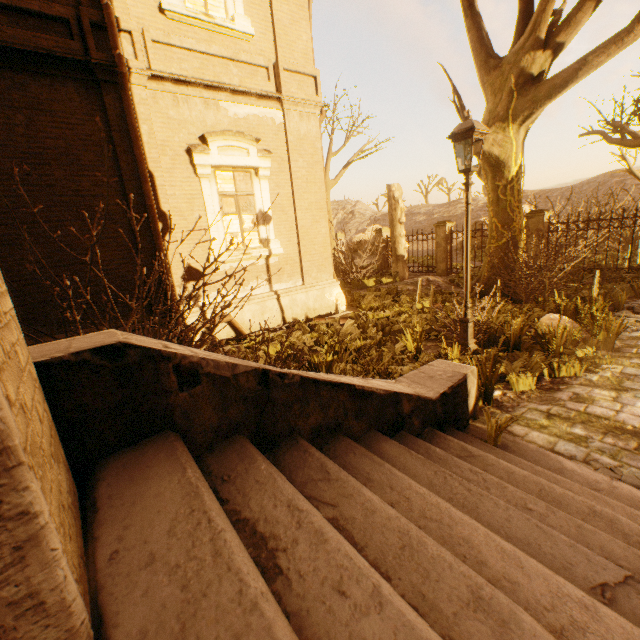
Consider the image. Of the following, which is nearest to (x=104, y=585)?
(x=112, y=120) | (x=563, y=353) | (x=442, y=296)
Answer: (x=563, y=353)

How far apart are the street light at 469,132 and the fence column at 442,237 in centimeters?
1055cm

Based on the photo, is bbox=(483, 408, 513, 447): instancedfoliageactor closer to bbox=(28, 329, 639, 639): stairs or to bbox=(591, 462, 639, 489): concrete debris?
bbox=(28, 329, 639, 639): stairs

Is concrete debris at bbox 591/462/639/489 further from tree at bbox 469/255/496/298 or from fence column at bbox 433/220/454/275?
fence column at bbox 433/220/454/275

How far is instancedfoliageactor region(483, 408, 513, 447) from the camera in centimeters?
323cm

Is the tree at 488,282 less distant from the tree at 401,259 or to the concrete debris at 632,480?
the concrete debris at 632,480

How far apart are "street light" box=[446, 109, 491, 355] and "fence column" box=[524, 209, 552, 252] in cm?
889

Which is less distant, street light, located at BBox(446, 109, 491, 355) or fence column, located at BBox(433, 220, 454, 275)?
street light, located at BBox(446, 109, 491, 355)
